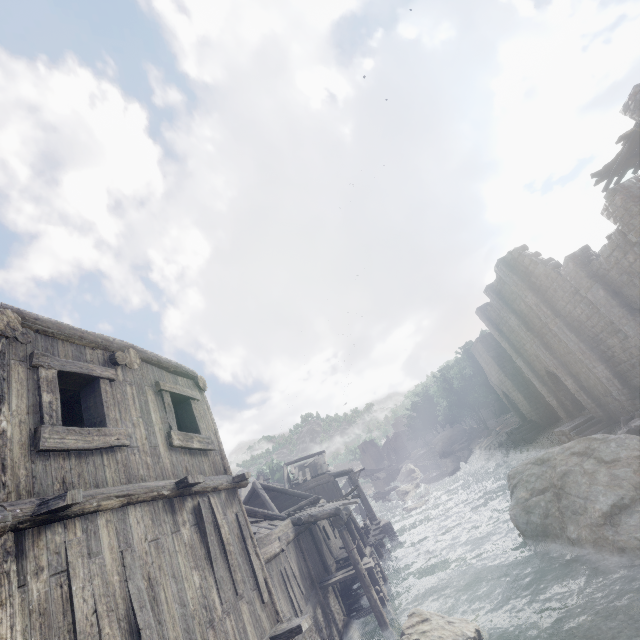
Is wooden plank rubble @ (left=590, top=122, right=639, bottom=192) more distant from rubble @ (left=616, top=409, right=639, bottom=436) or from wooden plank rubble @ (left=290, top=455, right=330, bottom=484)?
wooden plank rubble @ (left=290, top=455, right=330, bottom=484)

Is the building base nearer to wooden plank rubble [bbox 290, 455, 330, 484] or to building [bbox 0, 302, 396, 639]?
building [bbox 0, 302, 396, 639]

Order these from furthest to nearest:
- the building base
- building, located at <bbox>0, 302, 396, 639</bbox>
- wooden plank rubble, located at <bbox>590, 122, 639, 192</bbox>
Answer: the building base
wooden plank rubble, located at <bbox>590, 122, 639, 192</bbox>
building, located at <bbox>0, 302, 396, 639</bbox>

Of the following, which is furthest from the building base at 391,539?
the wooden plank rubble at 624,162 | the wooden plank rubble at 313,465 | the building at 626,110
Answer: the wooden plank rubble at 624,162

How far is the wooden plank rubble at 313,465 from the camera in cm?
3316

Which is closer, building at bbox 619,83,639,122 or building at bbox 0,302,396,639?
building at bbox 0,302,396,639

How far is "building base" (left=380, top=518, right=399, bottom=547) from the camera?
26.66m

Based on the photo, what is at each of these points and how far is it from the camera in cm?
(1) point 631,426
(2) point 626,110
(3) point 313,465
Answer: (1) rubble, 1747
(2) building, 1560
(3) wooden plank rubble, 3544
